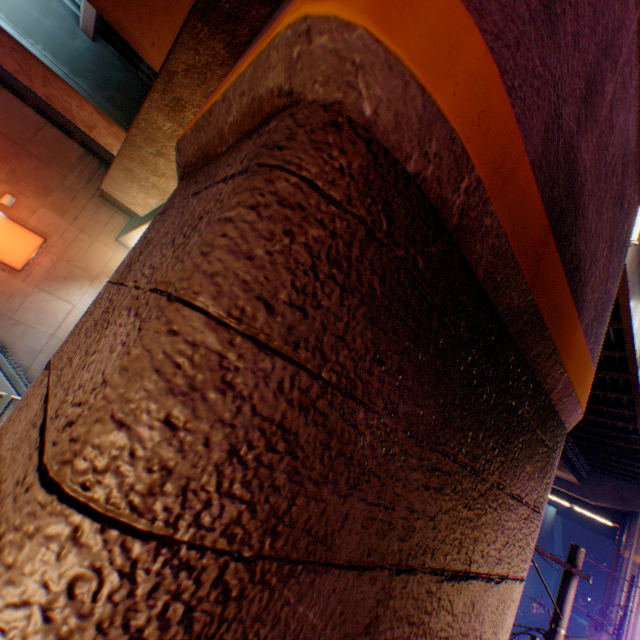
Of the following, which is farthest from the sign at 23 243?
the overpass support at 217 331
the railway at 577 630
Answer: the railway at 577 630

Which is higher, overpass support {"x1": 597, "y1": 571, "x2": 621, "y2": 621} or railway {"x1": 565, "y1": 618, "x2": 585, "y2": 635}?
overpass support {"x1": 597, "y1": 571, "x2": 621, "y2": 621}

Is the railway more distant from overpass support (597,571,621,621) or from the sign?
the sign

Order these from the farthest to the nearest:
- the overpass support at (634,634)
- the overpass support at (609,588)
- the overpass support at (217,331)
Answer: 1. the overpass support at (609,588)
2. the overpass support at (634,634)
3. the overpass support at (217,331)

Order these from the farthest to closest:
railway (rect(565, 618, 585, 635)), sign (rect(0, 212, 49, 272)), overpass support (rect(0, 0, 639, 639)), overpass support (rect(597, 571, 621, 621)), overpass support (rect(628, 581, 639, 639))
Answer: railway (rect(565, 618, 585, 635))
overpass support (rect(597, 571, 621, 621))
overpass support (rect(628, 581, 639, 639))
sign (rect(0, 212, 49, 272))
overpass support (rect(0, 0, 639, 639))

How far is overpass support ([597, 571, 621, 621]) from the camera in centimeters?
1991cm

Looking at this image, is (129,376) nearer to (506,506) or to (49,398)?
(49,398)
